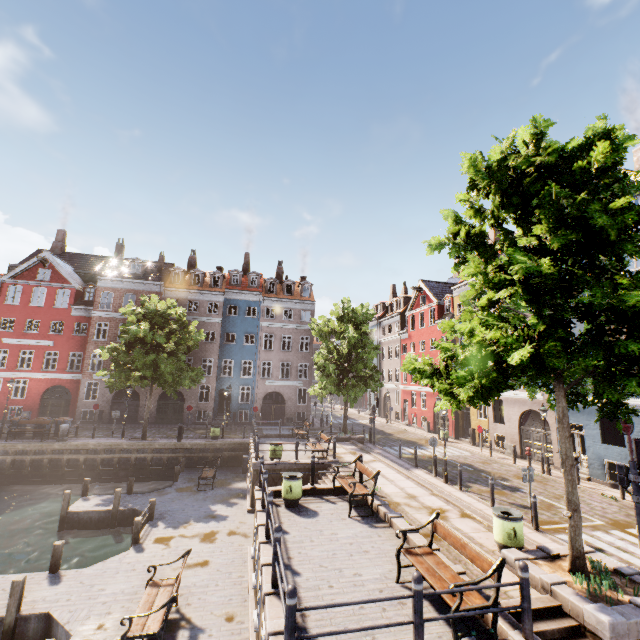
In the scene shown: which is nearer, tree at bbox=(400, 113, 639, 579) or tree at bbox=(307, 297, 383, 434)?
tree at bbox=(400, 113, 639, 579)

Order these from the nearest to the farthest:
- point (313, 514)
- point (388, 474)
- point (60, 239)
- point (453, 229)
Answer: point (453, 229)
point (313, 514)
point (388, 474)
point (60, 239)

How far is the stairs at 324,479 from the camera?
15.0m

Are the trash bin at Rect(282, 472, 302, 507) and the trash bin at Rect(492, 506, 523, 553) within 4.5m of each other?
no

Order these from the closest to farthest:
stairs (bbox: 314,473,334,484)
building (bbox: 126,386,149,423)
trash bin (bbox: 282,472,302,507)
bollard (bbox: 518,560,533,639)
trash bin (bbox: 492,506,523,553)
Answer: bollard (bbox: 518,560,533,639), trash bin (bbox: 492,506,523,553), trash bin (bbox: 282,472,302,507), stairs (bbox: 314,473,334,484), building (bbox: 126,386,149,423)

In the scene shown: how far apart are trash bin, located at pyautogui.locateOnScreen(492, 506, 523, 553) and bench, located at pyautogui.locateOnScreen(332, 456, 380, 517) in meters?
3.4

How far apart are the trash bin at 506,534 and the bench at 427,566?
2.0 meters

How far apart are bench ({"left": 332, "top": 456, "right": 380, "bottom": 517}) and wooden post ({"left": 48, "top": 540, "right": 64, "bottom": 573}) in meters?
9.0 m
